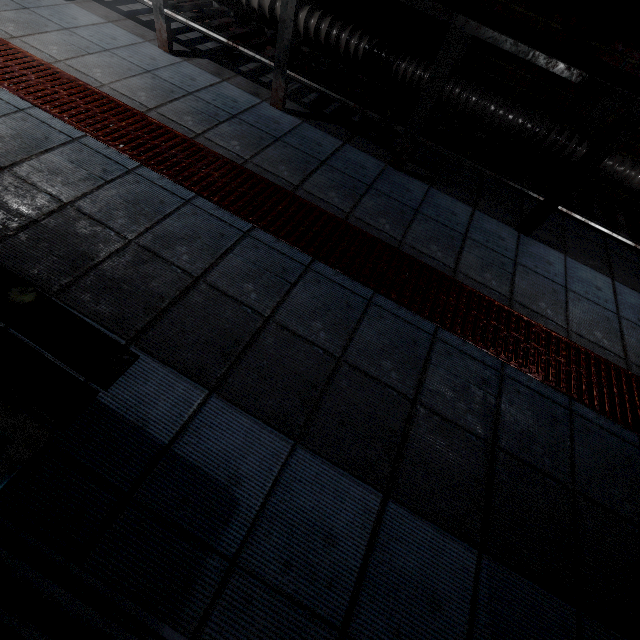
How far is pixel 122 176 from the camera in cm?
164

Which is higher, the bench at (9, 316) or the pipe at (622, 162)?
the pipe at (622, 162)

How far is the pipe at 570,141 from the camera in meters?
2.1

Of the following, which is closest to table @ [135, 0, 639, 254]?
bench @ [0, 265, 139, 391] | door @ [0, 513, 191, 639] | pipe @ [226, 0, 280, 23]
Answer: Result: pipe @ [226, 0, 280, 23]

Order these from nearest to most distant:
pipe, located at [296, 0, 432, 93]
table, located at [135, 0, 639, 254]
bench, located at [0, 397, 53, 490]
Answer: bench, located at [0, 397, 53, 490] < table, located at [135, 0, 639, 254] < pipe, located at [296, 0, 432, 93]

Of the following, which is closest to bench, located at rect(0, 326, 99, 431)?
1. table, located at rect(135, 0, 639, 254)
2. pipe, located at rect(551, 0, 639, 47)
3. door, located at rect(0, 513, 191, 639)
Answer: door, located at rect(0, 513, 191, 639)

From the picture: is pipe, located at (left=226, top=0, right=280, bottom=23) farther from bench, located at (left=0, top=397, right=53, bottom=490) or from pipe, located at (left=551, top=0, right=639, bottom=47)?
bench, located at (left=0, top=397, right=53, bottom=490)

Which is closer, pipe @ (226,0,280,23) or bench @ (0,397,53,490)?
bench @ (0,397,53,490)
